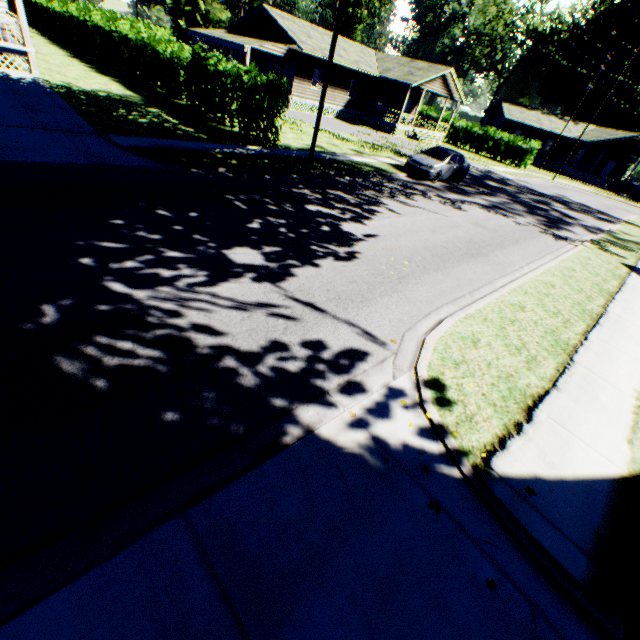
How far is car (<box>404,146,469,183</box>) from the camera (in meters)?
17.44

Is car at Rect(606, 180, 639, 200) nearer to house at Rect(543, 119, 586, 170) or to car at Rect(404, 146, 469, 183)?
house at Rect(543, 119, 586, 170)

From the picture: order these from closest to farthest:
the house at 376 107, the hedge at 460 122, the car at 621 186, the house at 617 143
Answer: the house at 376 107 → the hedge at 460 122 → the car at 621 186 → the house at 617 143

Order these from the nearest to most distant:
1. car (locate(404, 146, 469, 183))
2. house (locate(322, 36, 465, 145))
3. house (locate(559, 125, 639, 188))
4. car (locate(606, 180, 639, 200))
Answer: car (locate(404, 146, 469, 183)) < house (locate(322, 36, 465, 145)) < car (locate(606, 180, 639, 200)) < house (locate(559, 125, 639, 188))

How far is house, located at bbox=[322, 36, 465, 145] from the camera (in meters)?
31.11

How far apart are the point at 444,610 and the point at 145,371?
3.9 meters

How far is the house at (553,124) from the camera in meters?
46.4 m

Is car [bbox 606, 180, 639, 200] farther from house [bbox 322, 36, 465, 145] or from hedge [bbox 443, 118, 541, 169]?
house [bbox 322, 36, 465, 145]
